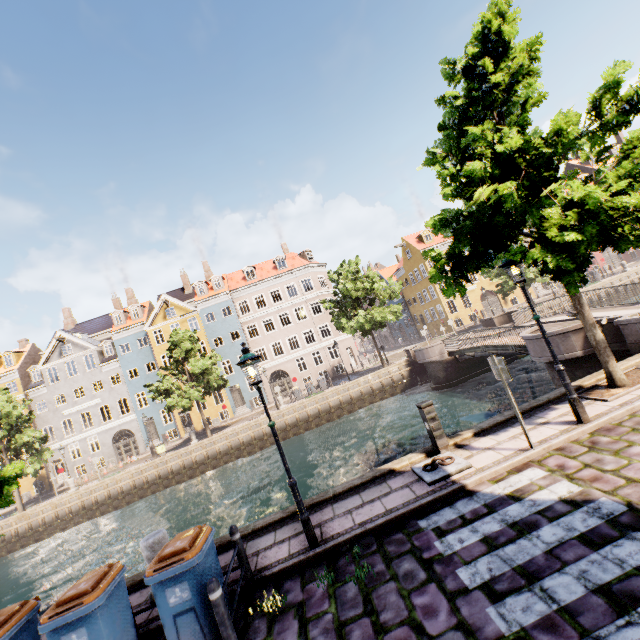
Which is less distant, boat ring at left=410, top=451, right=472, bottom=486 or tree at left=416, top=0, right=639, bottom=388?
tree at left=416, top=0, right=639, bottom=388

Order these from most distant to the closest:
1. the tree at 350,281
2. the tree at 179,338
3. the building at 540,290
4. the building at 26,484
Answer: the building at 540,290 → the building at 26,484 → the tree at 350,281 → the tree at 179,338

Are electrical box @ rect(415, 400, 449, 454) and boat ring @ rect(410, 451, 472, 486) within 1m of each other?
yes

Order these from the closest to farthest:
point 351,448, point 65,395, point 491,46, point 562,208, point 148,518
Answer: point 562,208
point 491,46
point 351,448
point 148,518
point 65,395

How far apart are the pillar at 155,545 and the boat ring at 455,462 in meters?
5.2

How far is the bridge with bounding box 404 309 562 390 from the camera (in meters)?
12.96

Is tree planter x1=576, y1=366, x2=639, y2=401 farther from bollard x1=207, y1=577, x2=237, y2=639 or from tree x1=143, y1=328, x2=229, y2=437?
bollard x1=207, y1=577, x2=237, y2=639

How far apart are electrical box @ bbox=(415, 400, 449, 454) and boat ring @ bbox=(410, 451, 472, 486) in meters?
0.0 m
